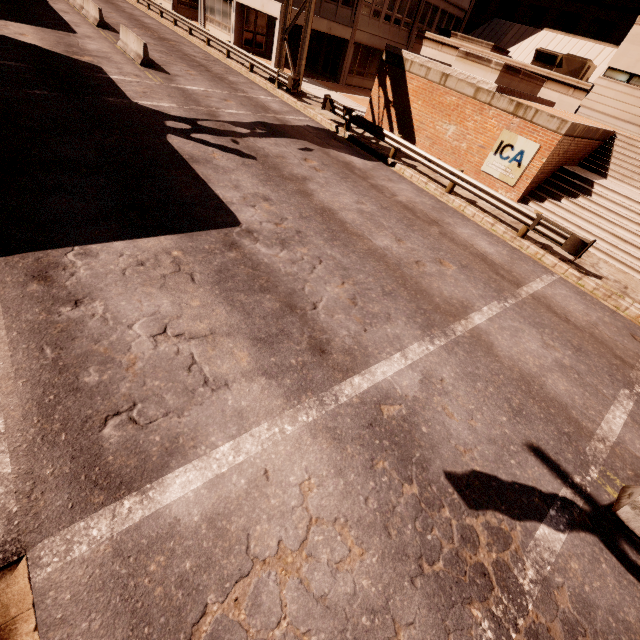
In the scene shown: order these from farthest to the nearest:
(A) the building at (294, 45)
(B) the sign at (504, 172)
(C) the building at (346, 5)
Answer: (A) the building at (294, 45) < (C) the building at (346, 5) < (B) the sign at (504, 172)

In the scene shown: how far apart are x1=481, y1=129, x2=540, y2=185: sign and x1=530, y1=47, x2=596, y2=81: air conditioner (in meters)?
12.67

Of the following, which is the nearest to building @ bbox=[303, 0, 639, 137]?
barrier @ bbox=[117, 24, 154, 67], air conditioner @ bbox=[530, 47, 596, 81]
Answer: air conditioner @ bbox=[530, 47, 596, 81]

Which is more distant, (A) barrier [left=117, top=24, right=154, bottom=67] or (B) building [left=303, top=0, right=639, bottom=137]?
(B) building [left=303, top=0, right=639, bottom=137]

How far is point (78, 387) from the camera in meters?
4.2

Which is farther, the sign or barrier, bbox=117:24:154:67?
barrier, bbox=117:24:154:67

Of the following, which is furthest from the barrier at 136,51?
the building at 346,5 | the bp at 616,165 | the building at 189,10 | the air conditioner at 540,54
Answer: the air conditioner at 540,54

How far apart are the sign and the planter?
2.6m
